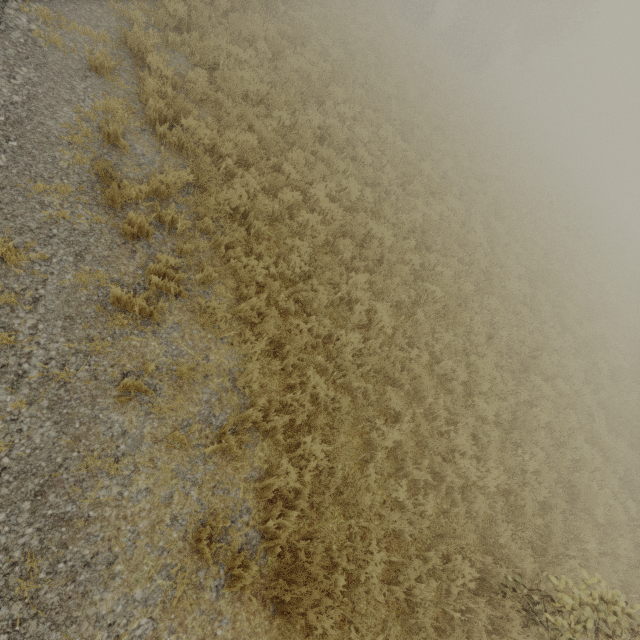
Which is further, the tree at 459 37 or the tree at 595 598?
the tree at 459 37

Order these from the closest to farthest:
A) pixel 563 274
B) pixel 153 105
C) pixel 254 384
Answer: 1. pixel 254 384
2. pixel 153 105
3. pixel 563 274

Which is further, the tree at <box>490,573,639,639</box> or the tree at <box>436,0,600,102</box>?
the tree at <box>436,0,600,102</box>
